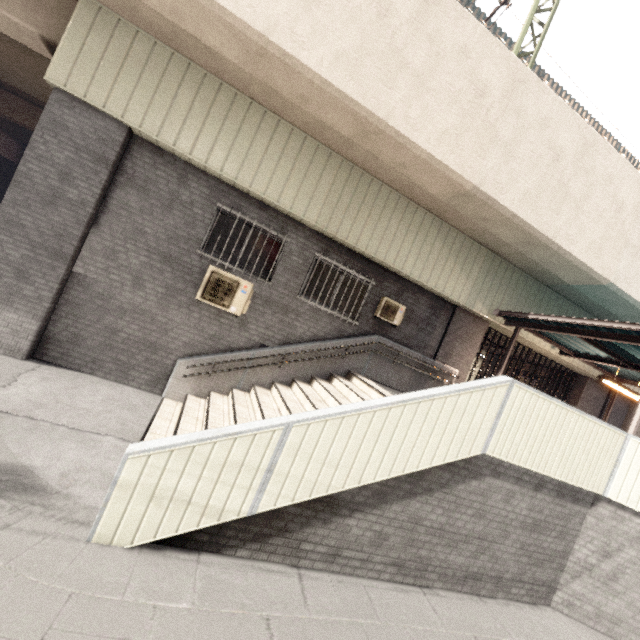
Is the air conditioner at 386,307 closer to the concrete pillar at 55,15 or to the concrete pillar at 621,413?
the concrete pillar at 55,15

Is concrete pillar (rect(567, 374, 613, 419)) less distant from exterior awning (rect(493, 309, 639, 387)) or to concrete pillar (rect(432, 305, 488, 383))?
exterior awning (rect(493, 309, 639, 387))

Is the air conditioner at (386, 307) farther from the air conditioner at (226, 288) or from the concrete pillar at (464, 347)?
the air conditioner at (226, 288)

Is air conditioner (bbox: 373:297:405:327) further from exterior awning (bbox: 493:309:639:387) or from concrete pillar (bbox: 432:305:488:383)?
exterior awning (bbox: 493:309:639:387)

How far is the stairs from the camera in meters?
3.5 m

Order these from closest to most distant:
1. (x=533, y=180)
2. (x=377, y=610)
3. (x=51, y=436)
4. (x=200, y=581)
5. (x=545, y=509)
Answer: (x=200, y=581) < (x=377, y=610) < (x=51, y=436) < (x=545, y=509) < (x=533, y=180)

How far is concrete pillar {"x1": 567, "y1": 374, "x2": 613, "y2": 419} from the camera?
11.9 meters

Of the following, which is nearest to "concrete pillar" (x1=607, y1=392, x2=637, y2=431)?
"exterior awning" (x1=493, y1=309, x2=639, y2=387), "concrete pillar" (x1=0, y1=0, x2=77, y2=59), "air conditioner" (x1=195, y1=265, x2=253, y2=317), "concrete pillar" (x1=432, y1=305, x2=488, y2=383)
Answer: "exterior awning" (x1=493, y1=309, x2=639, y2=387)
